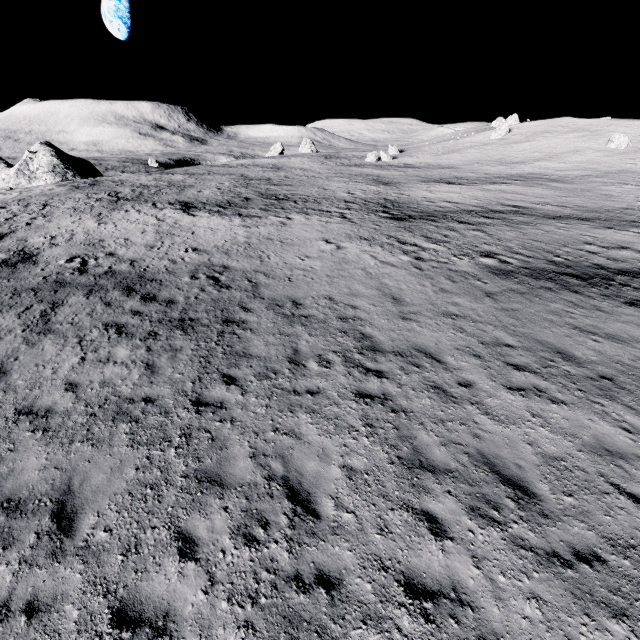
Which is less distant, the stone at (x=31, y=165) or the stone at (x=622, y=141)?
the stone at (x=31, y=165)

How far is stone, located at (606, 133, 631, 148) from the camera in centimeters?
5436cm

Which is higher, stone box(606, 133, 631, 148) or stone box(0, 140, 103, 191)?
stone box(606, 133, 631, 148)

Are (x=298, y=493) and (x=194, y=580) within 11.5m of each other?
yes

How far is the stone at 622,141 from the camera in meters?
54.4

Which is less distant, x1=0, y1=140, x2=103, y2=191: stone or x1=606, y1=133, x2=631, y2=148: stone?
x1=0, y1=140, x2=103, y2=191: stone
